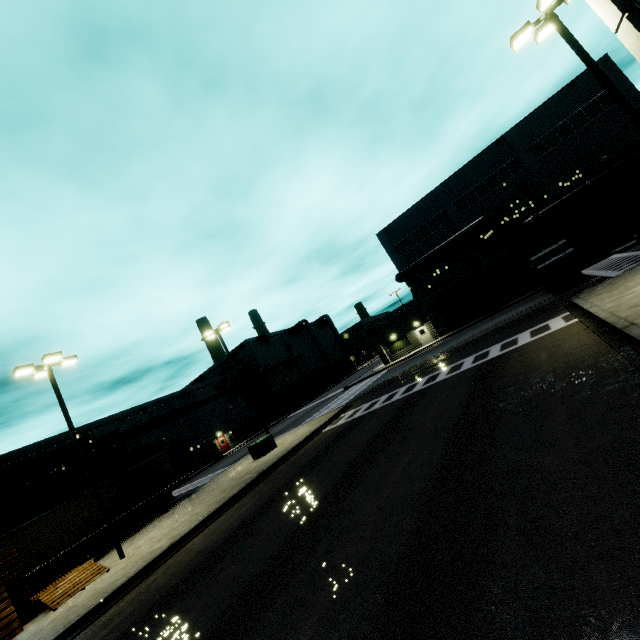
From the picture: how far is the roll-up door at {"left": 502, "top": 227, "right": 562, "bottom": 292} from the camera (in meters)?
31.61

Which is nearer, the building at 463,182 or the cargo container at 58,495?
the cargo container at 58,495

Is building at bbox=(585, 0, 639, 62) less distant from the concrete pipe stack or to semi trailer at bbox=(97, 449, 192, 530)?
semi trailer at bbox=(97, 449, 192, 530)

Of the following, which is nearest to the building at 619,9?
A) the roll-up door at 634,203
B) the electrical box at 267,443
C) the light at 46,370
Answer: the roll-up door at 634,203

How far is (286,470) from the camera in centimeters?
1506cm

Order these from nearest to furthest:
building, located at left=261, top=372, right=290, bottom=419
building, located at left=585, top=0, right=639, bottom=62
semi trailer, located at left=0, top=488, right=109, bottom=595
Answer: building, located at left=585, top=0, right=639, bottom=62 < semi trailer, located at left=0, top=488, right=109, bottom=595 < building, located at left=261, top=372, right=290, bottom=419

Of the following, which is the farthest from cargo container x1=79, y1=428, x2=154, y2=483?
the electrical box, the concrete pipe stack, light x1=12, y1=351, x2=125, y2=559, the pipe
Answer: light x1=12, y1=351, x2=125, y2=559

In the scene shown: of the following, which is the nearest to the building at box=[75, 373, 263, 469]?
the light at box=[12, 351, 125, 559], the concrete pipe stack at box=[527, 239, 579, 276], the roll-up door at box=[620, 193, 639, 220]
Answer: the roll-up door at box=[620, 193, 639, 220]
